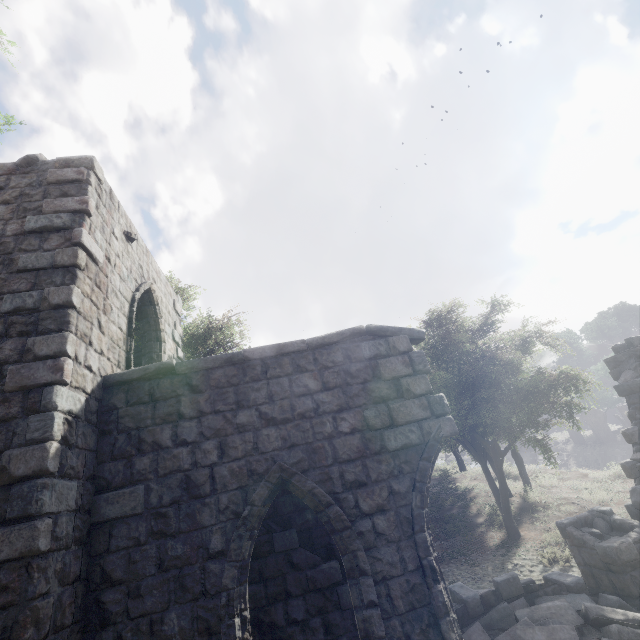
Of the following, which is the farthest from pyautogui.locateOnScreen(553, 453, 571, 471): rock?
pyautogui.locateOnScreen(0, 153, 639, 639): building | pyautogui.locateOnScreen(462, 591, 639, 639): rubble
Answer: pyautogui.locateOnScreen(462, 591, 639, 639): rubble

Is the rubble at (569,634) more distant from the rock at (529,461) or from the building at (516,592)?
the rock at (529,461)

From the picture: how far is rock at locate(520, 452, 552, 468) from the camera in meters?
21.5 m

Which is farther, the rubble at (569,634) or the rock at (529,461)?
the rock at (529,461)

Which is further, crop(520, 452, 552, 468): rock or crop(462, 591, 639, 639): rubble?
crop(520, 452, 552, 468): rock

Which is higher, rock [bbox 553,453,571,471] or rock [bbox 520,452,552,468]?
rock [bbox 520,452,552,468]

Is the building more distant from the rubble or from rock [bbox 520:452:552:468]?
rock [bbox 520:452:552:468]

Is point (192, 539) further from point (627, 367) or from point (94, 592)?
point (627, 367)
